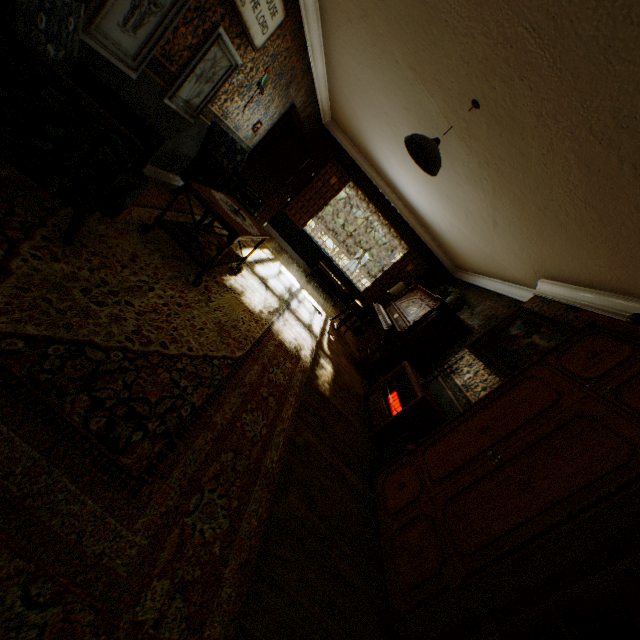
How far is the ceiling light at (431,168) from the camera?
3.0m

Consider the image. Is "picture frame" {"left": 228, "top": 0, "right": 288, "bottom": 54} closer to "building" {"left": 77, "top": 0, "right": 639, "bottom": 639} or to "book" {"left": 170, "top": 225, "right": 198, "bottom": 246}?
"building" {"left": 77, "top": 0, "right": 639, "bottom": 639}

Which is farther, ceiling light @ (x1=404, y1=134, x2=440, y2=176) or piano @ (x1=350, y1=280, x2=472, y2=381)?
piano @ (x1=350, y1=280, x2=472, y2=381)

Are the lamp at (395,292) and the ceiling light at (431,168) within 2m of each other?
no

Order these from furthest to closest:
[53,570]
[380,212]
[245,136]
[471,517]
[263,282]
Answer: [380,212], [245,136], [263,282], [471,517], [53,570]

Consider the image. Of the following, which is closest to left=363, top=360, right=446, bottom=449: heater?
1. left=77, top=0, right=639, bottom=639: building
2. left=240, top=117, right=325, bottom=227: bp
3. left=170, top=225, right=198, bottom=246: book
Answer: left=77, top=0, right=639, bottom=639: building

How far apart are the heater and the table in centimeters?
269cm

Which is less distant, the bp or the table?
the table
